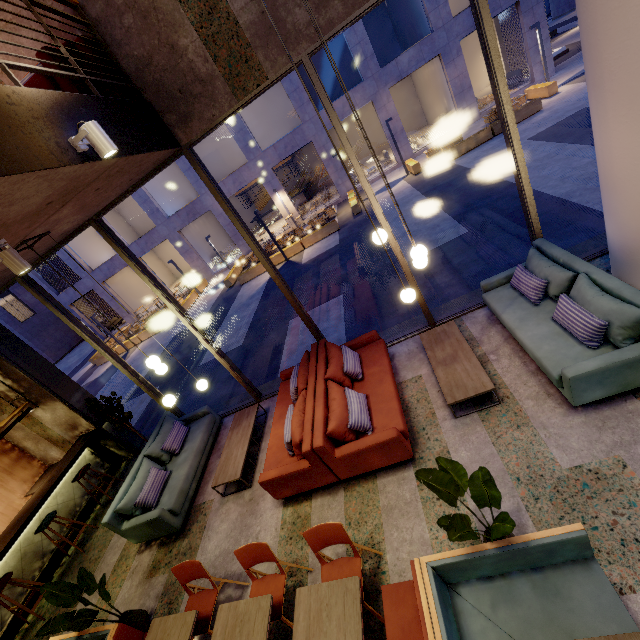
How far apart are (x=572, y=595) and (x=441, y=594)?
0.89m

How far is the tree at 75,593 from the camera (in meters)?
3.83

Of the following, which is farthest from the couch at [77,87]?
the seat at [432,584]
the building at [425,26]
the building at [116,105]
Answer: the building at [425,26]

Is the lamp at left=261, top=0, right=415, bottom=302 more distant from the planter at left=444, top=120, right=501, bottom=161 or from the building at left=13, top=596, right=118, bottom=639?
the planter at left=444, top=120, right=501, bottom=161

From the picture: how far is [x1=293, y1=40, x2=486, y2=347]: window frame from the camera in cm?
401

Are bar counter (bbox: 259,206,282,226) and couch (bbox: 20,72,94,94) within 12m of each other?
no

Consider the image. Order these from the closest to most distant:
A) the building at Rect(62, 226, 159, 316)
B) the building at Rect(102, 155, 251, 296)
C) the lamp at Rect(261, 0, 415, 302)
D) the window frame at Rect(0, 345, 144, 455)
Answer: the lamp at Rect(261, 0, 415, 302)
the window frame at Rect(0, 345, 144, 455)
the building at Rect(102, 155, 251, 296)
the building at Rect(62, 226, 159, 316)

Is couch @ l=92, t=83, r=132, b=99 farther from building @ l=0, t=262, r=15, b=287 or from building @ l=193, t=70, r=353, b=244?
building @ l=193, t=70, r=353, b=244
